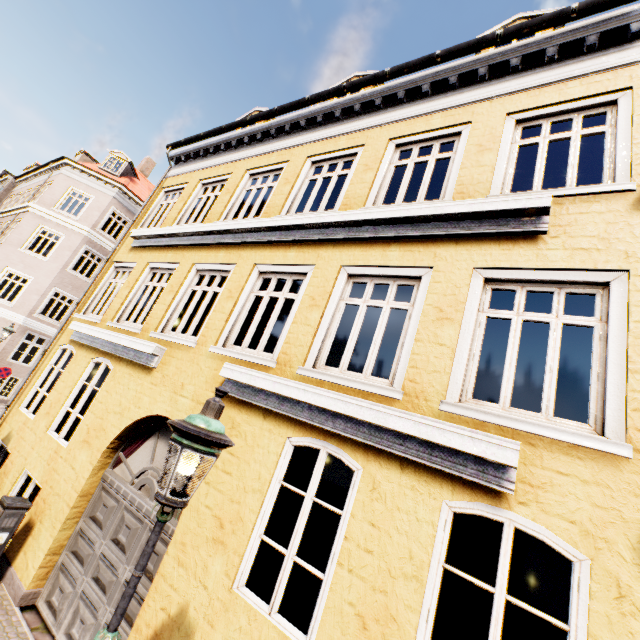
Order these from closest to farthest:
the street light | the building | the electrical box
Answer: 1. the street light
2. the building
3. the electrical box

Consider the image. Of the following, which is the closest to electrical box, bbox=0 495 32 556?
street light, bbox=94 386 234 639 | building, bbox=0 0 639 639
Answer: street light, bbox=94 386 234 639

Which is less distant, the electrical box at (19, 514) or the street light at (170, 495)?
the street light at (170, 495)

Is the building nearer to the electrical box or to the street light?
the street light

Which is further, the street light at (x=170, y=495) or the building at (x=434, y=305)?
the building at (x=434, y=305)

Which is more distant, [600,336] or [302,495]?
[302,495]

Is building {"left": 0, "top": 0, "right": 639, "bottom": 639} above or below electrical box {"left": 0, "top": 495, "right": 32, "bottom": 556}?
above
